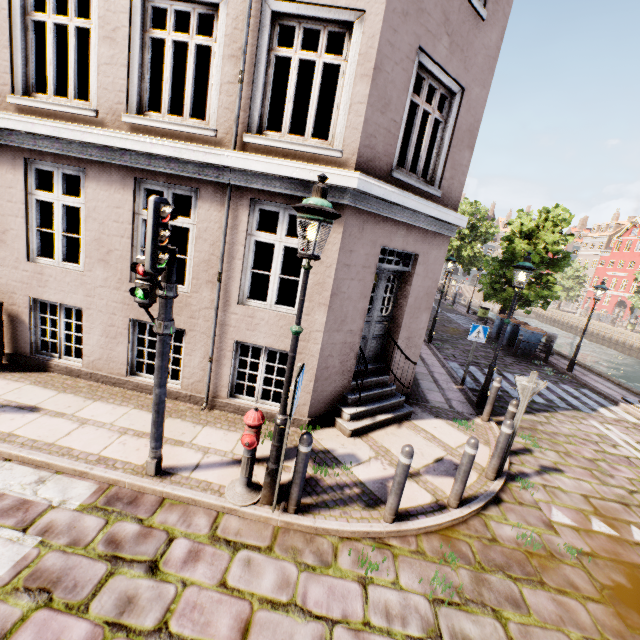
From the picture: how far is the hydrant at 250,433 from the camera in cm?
388

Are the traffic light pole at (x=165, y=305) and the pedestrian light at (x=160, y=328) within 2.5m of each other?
yes

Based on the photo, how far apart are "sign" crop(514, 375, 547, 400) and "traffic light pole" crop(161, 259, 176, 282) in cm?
525

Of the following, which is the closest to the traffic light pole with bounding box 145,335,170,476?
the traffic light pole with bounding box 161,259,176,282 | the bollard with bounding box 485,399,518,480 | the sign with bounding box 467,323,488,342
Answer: the traffic light pole with bounding box 161,259,176,282

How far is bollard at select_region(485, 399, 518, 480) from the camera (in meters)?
5.23

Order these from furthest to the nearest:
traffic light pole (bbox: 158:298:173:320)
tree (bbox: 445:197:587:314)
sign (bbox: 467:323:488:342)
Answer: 1. tree (bbox: 445:197:587:314)
2. sign (bbox: 467:323:488:342)
3. traffic light pole (bbox: 158:298:173:320)

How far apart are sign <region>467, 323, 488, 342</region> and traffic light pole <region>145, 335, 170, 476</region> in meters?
8.1

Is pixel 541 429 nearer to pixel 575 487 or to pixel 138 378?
pixel 575 487
